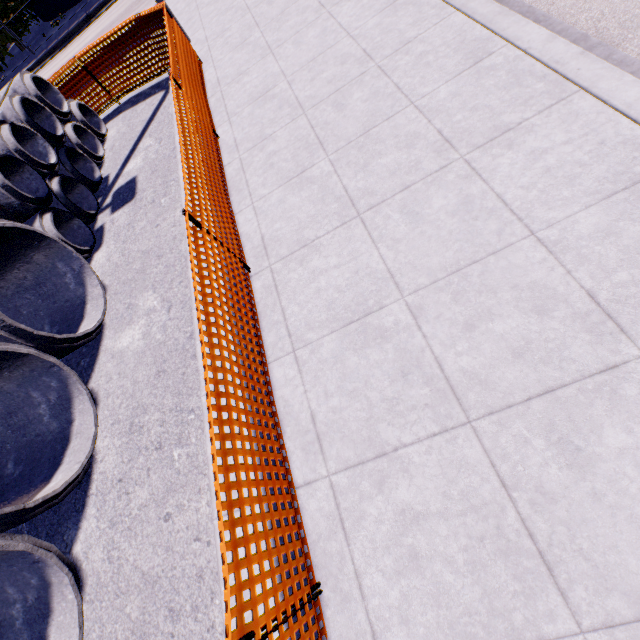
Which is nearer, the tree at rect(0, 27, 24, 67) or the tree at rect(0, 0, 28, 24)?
the tree at rect(0, 0, 28, 24)

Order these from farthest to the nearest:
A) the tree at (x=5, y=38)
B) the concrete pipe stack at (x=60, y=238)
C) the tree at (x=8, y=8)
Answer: the tree at (x=5, y=38) → the tree at (x=8, y=8) → the concrete pipe stack at (x=60, y=238)

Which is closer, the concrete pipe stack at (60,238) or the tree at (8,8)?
the concrete pipe stack at (60,238)

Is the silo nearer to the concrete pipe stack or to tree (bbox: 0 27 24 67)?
tree (bbox: 0 27 24 67)

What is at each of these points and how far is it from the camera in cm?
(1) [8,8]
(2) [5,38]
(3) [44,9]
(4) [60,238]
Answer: (1) tree, 1911
(2) tree, 2050
(3) silo, 2105
(4) concrete pipe stack, 579

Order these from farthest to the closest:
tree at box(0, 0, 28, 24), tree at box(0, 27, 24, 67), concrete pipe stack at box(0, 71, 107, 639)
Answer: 1. tree at box(0, 27, 24, 67)
2. tree at box(0, 0, 28, 24)
3. concrete pipe stack at box(0, 71, 107, 639)

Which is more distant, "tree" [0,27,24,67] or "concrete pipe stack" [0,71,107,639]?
"tree" [0,27,24,67]

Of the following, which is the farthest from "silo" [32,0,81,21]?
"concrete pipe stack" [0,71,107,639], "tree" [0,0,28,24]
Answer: "concrete pipe stack" [0,71,107,639]
